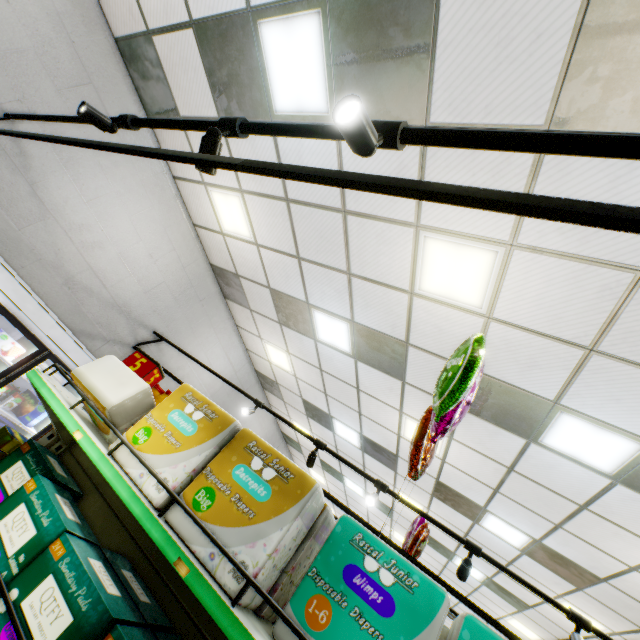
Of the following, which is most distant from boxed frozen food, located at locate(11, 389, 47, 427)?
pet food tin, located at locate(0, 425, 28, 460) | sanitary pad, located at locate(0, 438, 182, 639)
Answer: sanitary pad, located at locate(0, 438, 182, 639)

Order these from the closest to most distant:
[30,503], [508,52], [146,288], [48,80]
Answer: [30,503] → [508,52] → [48,80] → [146,288]

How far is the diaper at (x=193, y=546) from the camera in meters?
1.1

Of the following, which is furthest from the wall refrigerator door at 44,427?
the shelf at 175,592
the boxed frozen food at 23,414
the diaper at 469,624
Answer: the diaper at 469,624

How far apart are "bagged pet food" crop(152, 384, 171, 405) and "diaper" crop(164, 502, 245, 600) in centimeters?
99cm

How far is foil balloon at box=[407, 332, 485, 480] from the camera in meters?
1.5

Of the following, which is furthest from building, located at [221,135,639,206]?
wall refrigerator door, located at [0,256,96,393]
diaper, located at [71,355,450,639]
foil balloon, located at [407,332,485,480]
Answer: diaper, located at [71,355,450,639]
